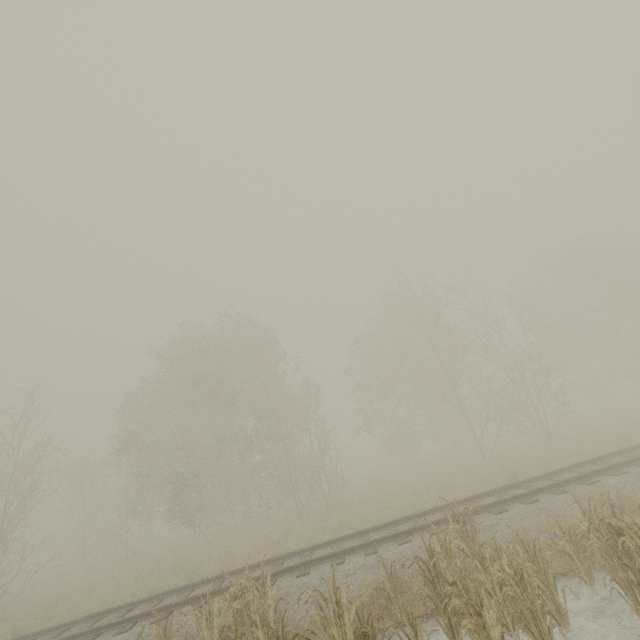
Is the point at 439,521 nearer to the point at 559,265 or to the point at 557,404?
the point at 559,265
